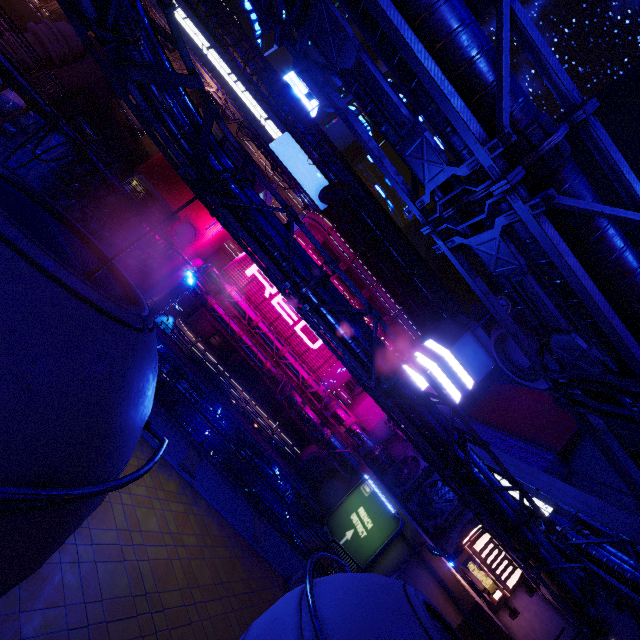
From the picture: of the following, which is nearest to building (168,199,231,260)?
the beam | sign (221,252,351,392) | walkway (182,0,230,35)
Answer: walkway (182,0,230,35)

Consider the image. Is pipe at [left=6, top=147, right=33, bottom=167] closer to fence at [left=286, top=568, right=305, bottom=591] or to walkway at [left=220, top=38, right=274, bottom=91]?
walkway at [left=220, top=38, right=274, bottom=91]

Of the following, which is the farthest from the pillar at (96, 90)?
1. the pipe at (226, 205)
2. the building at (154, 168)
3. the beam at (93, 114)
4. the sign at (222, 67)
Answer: the pipe at (226, 205)

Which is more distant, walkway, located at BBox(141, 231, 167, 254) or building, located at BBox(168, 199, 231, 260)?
building, located at BBox(168, 199, 231, 260)

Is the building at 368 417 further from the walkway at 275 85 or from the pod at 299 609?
the pod at 299 609

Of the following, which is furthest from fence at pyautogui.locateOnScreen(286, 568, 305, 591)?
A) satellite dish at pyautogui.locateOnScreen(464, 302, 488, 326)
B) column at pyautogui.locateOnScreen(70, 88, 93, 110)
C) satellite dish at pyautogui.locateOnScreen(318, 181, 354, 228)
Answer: column at pyautogui.locateOnScreen(70, 88, 93, 110)

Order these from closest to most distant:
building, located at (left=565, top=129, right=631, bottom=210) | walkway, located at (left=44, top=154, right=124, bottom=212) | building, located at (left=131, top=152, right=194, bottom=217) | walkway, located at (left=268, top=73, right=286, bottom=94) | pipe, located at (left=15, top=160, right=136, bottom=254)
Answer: pipe, located at (left=15, top=160, right=136, bottom=254), walkway, located at (left=44, top=154, right=124, bottom=212), building, located at (left=565, top=129, right=631, bottom=210), building, located at (left=131, top=152, right=194, bottom=217), walkway, located at (left=268, top=73, right=286, bottom=94)

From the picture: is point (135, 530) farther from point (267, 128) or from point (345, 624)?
point (267, 128)
